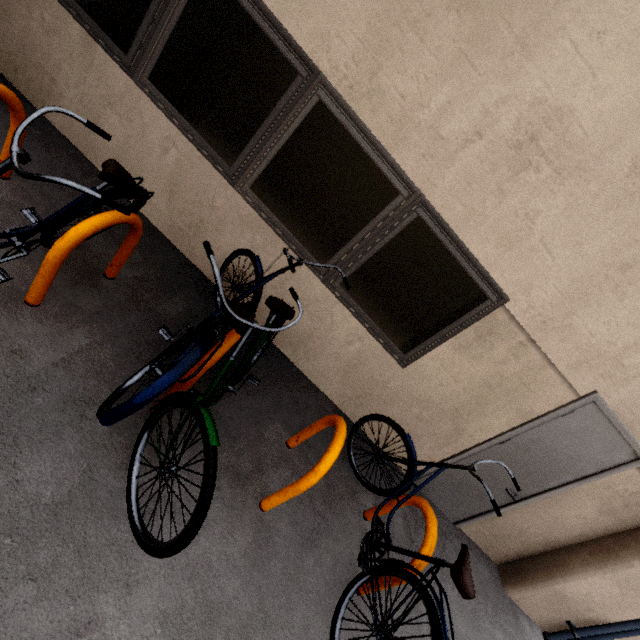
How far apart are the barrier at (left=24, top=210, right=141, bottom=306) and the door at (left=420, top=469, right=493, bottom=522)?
3.76m

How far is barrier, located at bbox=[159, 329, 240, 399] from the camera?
1.90m

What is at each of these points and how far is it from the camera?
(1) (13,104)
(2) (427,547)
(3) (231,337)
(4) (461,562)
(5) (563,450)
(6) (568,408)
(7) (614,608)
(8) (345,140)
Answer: (1) barrier, 1.99m
(2) barrier, 2.23m
(3) barrier, 2.00m
(4) bicycle, 1.96m
(5) door, 3.22m
(6) door frame, 3.01m
(7) concrete pillar, 3.53m
(8) window, 2.57m

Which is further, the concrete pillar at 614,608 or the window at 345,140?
the concrete pillar at 614,608

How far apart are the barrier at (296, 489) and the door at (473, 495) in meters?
1.9 m

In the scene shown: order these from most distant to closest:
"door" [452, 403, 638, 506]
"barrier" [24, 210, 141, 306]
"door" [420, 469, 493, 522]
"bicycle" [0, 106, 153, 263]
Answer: "door" [420, 469, 493, 522], "door" [452, 403, 638, 506], "barrier" [24, 210, 141, 306], "bicycle" [0, 106, 153, 263]

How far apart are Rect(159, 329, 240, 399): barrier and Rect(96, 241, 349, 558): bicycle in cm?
8

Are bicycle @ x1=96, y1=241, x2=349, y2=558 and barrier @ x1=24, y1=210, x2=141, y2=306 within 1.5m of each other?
yes
